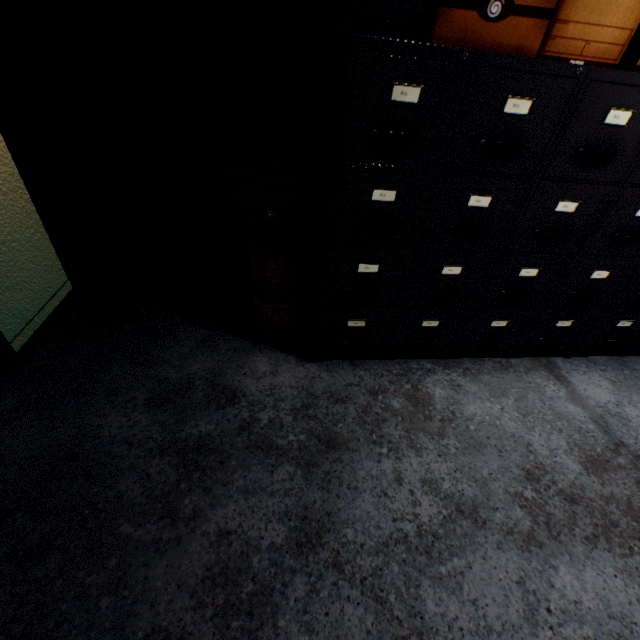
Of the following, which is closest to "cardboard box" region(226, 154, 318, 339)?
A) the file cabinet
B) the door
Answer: the file cabinet

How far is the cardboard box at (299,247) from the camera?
1.3 meters

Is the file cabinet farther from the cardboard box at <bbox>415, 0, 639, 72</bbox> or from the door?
the door

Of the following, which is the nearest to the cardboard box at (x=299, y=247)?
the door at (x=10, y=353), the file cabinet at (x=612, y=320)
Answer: the file cabinet at (x=612, y=320)

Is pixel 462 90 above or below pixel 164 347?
above

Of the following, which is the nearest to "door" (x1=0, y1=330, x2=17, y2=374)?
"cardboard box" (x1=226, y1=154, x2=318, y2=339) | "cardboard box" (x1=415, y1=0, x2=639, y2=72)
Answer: "cardboard box" (x1=226, y1=154, x2=318, y2=339)

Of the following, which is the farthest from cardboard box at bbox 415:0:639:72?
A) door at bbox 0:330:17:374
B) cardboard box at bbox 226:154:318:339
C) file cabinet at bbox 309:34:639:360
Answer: door at bbox 0:330:17:374
